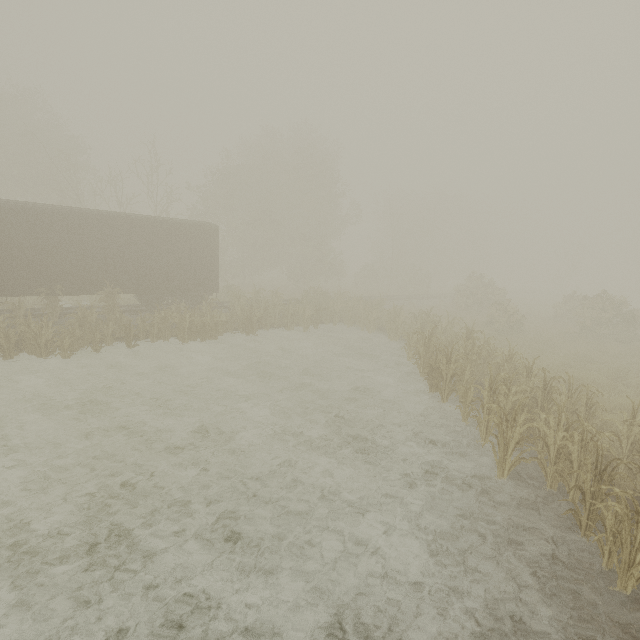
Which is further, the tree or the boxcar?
the boxcar

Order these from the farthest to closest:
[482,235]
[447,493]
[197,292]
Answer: [482,235] < [197,292] < [447,493]

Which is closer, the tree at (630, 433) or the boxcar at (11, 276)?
the tree at (630, 433)
